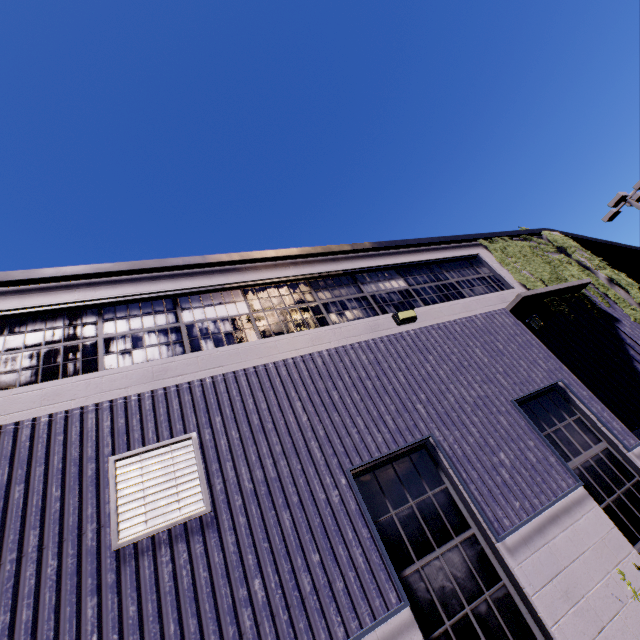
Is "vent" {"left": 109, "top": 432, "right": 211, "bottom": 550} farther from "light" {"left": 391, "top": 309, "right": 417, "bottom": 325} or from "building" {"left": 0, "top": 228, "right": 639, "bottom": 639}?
"light" {"left": 391, "top": 309, "right": 417, "bottom": 325}

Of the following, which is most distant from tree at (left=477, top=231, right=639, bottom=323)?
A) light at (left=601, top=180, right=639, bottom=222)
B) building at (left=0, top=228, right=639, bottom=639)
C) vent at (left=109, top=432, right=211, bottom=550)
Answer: light at (left=601, top=180, right=639, bottom=222)

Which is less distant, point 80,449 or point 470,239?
point 80,449

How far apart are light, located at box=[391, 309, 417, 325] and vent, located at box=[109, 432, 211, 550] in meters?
4.2 m

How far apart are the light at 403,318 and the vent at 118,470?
4.2 meters

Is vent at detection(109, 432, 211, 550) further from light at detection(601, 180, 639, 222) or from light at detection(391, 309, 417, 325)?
light at detection(601, 180, 639, 222)

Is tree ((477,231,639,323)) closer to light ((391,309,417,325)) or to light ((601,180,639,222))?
light ((391,309,417,325))

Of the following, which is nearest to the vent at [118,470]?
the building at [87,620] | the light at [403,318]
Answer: the building at [87,620]
